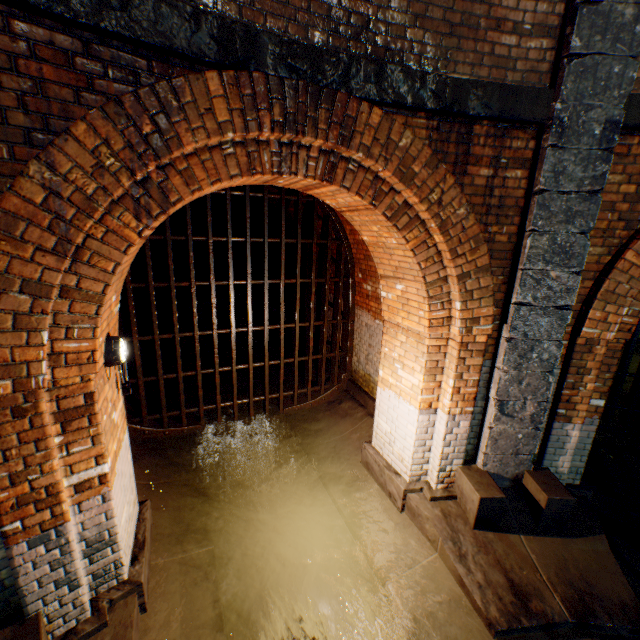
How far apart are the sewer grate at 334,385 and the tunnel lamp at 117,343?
2.1m

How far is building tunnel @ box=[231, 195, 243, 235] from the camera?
10.8m

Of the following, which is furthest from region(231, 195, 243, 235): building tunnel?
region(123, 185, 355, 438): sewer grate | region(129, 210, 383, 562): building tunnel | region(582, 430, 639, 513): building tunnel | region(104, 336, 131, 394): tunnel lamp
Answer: region(582, 430, 639, 513): building tunnel

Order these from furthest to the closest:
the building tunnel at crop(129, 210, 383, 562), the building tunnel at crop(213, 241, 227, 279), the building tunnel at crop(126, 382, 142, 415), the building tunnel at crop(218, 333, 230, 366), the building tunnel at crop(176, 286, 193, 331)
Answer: the building tunnel at crop(213, 241, 227, 279) < the building tunnel at crop(176, 286, 193, 331) < the building tunnel at crop(218, 333, 230, 366) < the building tunnel at crop(126, 382, 142, 415) < the building tunnel at crop(129, 210, 383, 562)

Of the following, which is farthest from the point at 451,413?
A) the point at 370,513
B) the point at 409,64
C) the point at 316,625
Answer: the point at 409,64

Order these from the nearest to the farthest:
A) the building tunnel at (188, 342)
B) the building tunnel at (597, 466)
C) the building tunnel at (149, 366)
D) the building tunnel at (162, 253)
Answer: the building tunnel at (597, 466)
the building tunnel at (149, 366)
the building tunnel at (188, 342)
the building tunnel at (162, 253)

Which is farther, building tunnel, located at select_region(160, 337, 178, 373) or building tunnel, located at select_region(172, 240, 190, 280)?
building tunnel, located at select_region(172, 240, 190, 280)

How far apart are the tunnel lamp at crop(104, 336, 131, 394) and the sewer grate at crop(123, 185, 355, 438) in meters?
2.1
